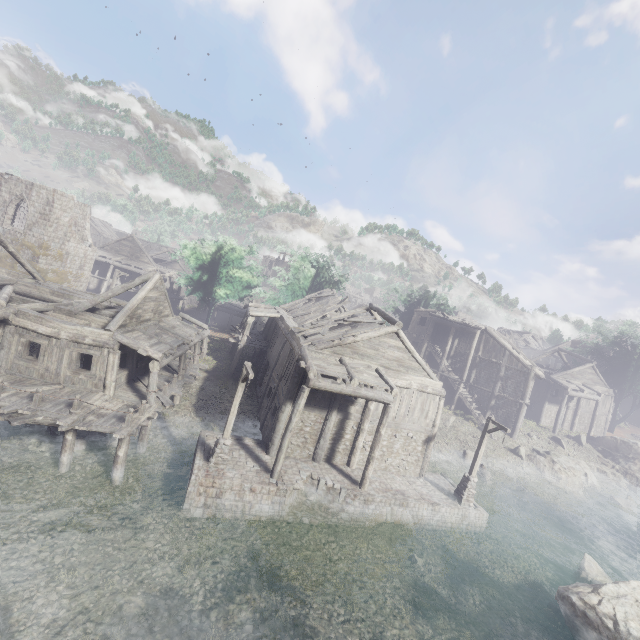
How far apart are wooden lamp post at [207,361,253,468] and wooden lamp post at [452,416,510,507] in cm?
1300

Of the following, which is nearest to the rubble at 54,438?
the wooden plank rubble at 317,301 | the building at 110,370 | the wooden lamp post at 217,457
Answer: the building at 110,370

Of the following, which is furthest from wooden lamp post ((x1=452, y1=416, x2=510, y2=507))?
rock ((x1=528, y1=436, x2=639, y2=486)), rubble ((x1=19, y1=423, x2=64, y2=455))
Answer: rubble ((x1=19, y1=423, x2=64, y2=455))

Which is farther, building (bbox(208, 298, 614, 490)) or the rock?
the rock

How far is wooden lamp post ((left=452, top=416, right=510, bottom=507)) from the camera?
17.8m

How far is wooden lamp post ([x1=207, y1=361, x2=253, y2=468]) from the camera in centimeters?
1404cm

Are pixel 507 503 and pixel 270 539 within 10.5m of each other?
no

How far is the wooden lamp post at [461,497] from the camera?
17.80m
